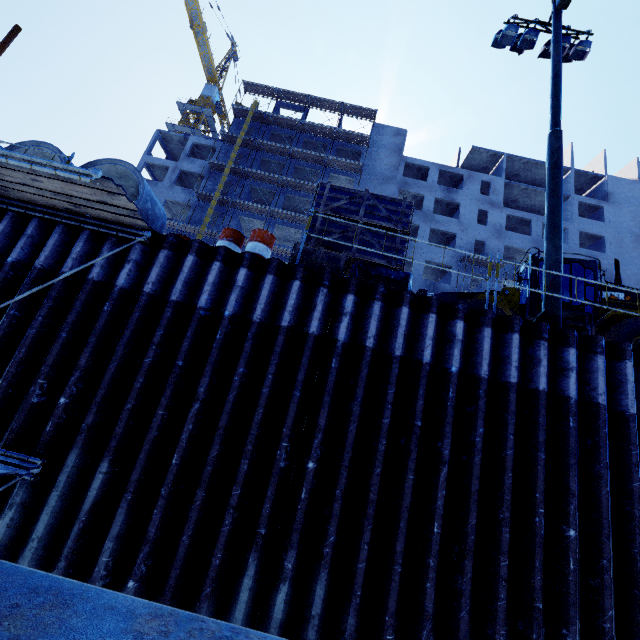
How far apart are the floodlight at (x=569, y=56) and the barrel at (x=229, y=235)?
12.1 meters

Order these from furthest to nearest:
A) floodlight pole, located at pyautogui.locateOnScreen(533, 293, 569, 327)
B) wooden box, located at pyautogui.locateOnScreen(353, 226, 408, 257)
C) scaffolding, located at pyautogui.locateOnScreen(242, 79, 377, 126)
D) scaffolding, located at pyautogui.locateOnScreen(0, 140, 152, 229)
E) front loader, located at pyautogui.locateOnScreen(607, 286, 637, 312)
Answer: scaffolding, located at pyautogui.locateOnScreen(242, 79, 377, 126) → front loader, located at pyautogui.locateOnScreen(607, 286, 637, 312) → wooden box, located at pyautogui.locateOnScreen(353, 226, 408, 257) → floodlight pole, located at pyautogui.locateOnScreen(533, 293, 569, 327) → scaffolding, located at pyautogui.locateOnScreen(0, 140, 152, 229)

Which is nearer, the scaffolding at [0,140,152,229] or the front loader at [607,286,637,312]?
the scaffolding at [0,140,152,229]

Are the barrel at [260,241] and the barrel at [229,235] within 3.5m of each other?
yes

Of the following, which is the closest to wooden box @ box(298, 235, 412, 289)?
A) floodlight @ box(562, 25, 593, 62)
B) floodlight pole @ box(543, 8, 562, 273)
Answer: floodlight pole @ box(543, 8, 562, 273)

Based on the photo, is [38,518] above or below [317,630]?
above

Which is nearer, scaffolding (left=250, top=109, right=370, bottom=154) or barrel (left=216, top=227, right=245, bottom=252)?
barrel (left=216, top=227, right=245, bottom=252)

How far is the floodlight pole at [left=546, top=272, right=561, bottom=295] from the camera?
6.8m
